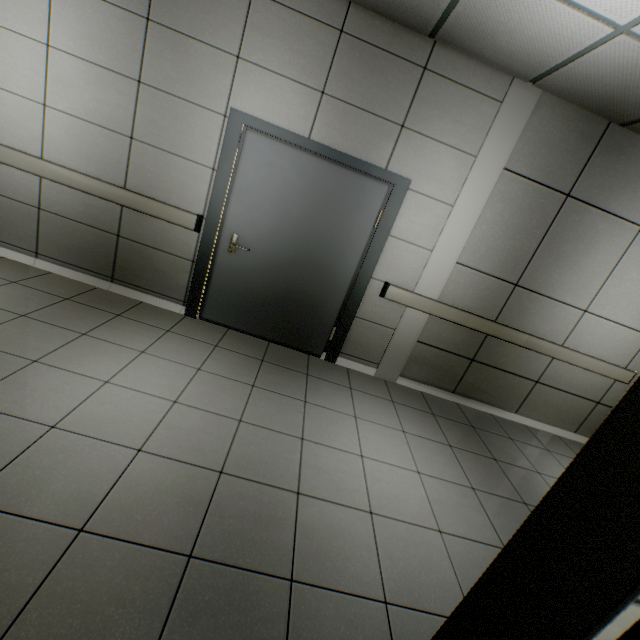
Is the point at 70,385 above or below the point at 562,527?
below

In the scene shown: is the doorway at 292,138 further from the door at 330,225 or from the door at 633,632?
the door at 633,632

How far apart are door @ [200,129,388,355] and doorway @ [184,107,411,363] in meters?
0.0 m

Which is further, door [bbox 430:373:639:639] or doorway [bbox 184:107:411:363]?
doorway [bbox 184:107:411:363]

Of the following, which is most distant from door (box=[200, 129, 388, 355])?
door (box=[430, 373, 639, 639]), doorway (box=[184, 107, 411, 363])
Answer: door (box=[430, 373, 639, 639])

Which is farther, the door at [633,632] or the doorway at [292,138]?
the doorway at [292,138]

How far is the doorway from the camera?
3.1 meters
